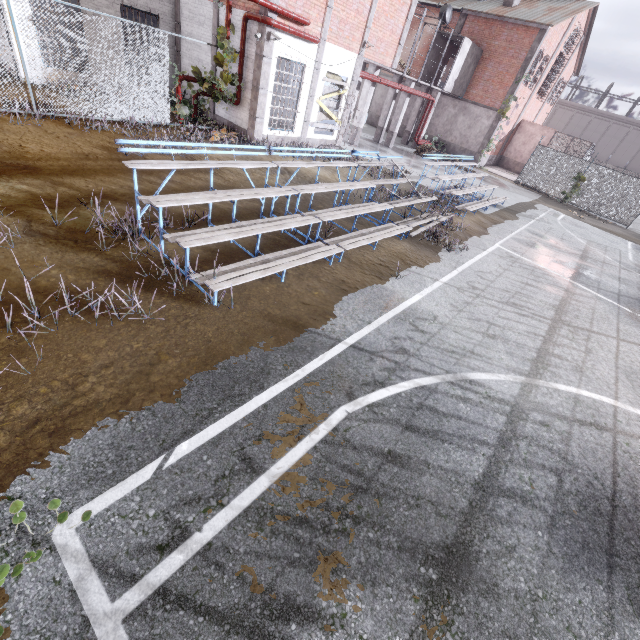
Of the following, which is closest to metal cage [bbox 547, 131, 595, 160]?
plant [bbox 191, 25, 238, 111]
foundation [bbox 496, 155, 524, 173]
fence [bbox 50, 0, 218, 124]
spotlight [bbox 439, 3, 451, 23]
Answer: foundation [bbox 496, 155, 524, 173]

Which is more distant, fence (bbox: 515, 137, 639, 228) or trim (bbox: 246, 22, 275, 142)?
fence (bbox: 515, 137, 639, 228)

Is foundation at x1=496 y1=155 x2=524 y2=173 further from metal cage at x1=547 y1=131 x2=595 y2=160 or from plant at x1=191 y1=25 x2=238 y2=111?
plant at x1=191 y1=25 x2=238 y2=111

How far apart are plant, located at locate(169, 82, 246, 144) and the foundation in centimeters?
2779cm

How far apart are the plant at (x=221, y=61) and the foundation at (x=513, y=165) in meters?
27.8

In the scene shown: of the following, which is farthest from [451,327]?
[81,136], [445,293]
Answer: [81,136]
